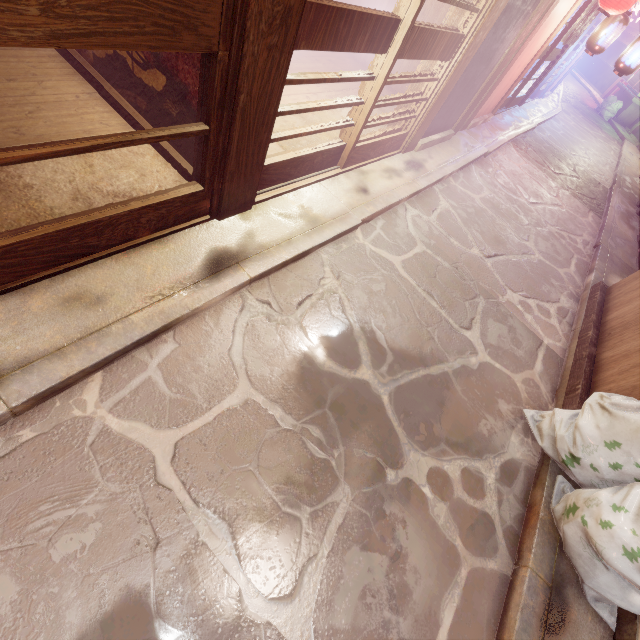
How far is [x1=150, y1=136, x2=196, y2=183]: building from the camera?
5.7m

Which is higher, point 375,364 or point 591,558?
point 591,558

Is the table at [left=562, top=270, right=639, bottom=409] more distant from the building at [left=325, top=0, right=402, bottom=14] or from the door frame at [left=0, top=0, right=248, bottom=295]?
the building at [left=325, top=0, right=402, bottom=14]

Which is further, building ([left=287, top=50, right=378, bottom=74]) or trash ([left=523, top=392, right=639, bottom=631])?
building ([left=287, top=50, right=378, bottom=74])

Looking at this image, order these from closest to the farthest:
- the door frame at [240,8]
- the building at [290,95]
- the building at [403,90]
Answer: the door frame at [240,8] → the building at [290,95] → the building at [403,90]

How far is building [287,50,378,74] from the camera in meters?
10.9 m

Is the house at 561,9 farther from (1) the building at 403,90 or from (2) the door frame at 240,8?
(2) the door frame at 240,8

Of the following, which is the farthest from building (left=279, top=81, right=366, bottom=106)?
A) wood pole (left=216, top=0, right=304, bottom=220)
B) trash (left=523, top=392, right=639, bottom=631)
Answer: trash (left=523, top=392, right=639, bottom=631)
